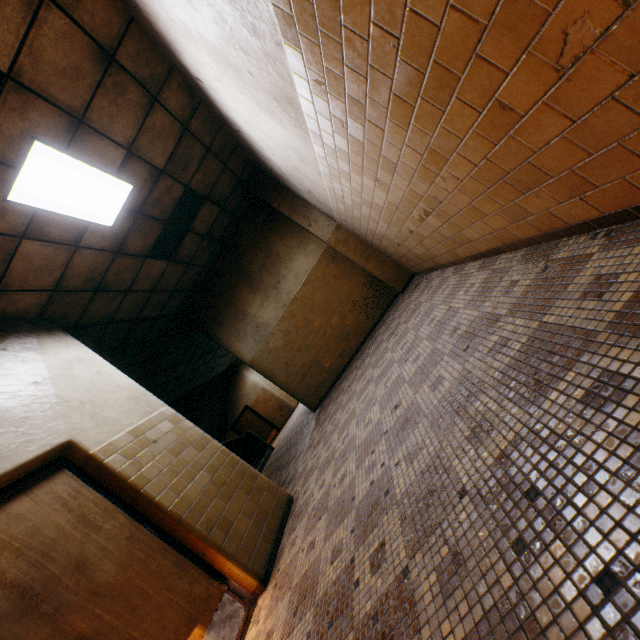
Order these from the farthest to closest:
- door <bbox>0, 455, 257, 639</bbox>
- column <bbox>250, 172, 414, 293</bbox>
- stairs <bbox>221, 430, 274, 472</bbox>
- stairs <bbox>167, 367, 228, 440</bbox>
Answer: stairs <bbox>167, 367, 228, 440</bbox>, stairs <bbox>221, 430, 274, 472</bbox>, column <bbox>250, 172, 414, 293</bbox>, door <bbox>0, 455, 257, 639</bbox>

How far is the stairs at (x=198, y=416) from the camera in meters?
12.7

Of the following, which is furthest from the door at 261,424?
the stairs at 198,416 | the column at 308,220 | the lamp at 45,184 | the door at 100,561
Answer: the door at 100,561

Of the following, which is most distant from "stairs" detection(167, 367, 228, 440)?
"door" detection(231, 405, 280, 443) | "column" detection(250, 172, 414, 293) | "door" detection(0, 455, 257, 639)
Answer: "column" detection(250, 172, 414, 293)

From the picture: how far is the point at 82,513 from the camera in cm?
262

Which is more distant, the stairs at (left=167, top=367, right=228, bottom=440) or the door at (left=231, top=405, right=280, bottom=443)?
the door at (left=231, top=405, right=280, bottom=443)

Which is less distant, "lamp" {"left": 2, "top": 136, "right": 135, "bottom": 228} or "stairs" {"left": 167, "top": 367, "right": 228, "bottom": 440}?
"lamp" {"left": 2, "top": 136, "right": 135, "bottom": 228}

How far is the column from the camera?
6.8 meters
